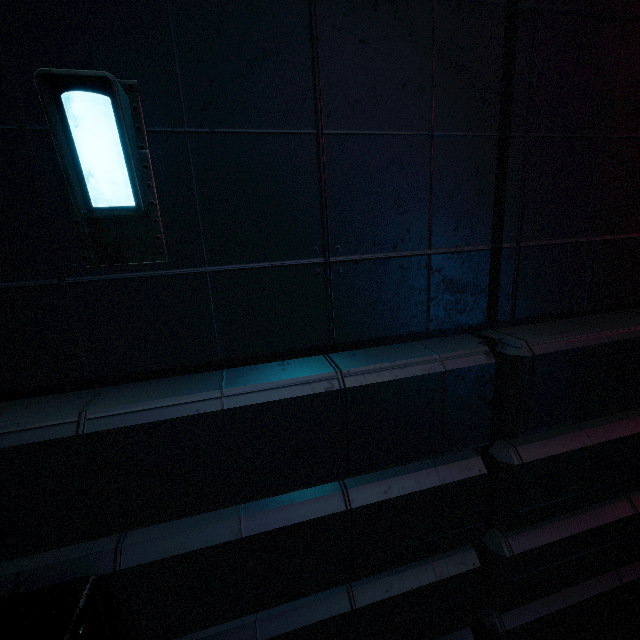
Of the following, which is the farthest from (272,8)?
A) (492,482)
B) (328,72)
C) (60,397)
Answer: (492,482)
